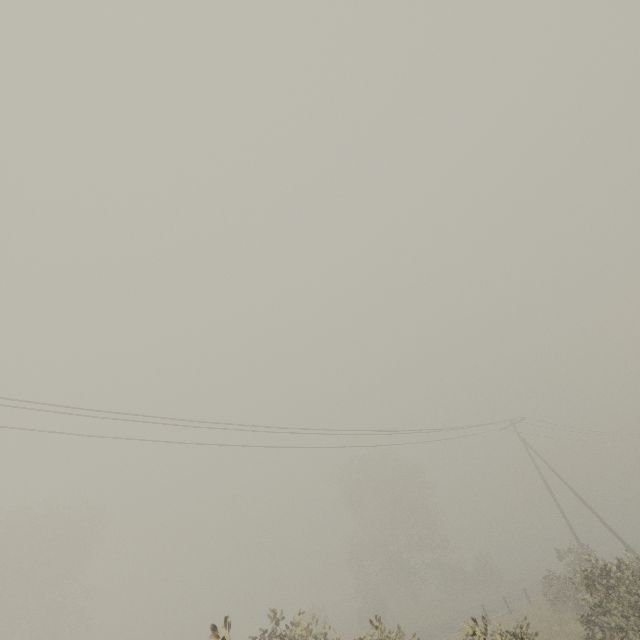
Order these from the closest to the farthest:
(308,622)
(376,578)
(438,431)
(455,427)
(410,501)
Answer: (308,622)
(455,427)
(438,431)
(376,578)
(410,501)

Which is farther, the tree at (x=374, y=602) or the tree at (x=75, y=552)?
the tree at (x=374, y=602)

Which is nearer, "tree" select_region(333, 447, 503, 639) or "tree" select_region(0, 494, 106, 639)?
"tree" select_region(0, 494, 106, 639)
